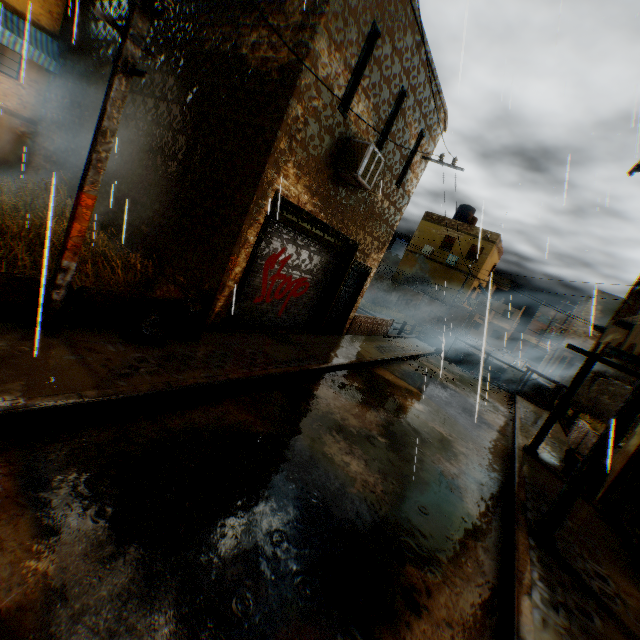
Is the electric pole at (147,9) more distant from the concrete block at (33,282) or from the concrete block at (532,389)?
the concrete block at (532,389)

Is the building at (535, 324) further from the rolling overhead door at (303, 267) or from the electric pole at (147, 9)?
the electric pole at (147, 9)

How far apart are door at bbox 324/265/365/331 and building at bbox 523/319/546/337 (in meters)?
59.59

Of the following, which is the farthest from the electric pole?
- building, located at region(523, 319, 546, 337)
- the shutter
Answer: building, located at region(523, 319, 546, 337)

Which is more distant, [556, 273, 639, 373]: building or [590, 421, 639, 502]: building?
[590, 421, 639, 502]: building

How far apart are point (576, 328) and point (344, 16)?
27.4 meters

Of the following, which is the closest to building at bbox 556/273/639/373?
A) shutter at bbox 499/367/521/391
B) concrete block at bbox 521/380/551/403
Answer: concrete block at bbox 521/380/551/403
